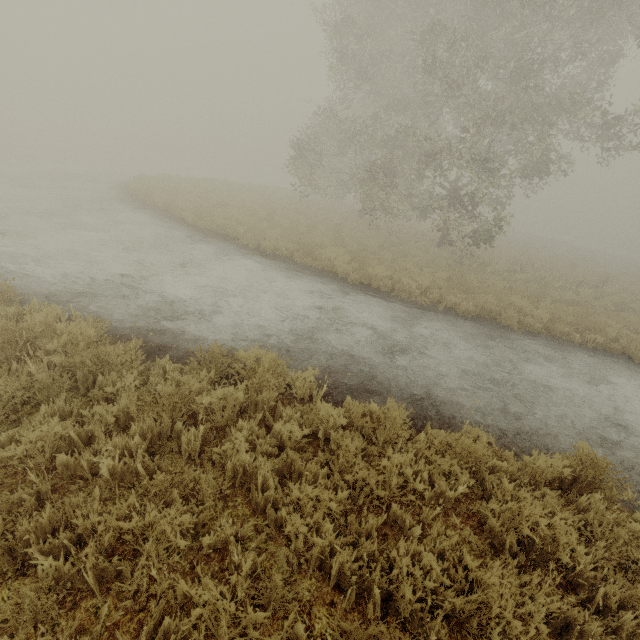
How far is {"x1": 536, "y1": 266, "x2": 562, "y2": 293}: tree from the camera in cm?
1448

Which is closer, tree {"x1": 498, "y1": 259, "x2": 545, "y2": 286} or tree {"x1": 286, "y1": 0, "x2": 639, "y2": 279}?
tree {"x1": 286, "y1": 0, "x2": 639, "y2": 279}

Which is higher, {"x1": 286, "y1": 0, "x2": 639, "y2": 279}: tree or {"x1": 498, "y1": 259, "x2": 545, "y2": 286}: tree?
{"x1": 286, "y1": 0, "x2": 639, "y2": 279}: tree

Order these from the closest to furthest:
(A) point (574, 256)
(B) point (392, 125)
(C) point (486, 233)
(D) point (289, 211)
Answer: (C) point (486, 233) → (B) point (392, 125) → (D) point (289, 211) → (A) point (574, 256)

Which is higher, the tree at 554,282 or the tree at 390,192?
the tree at 390,192

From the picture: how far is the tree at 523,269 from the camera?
14.6 meters
